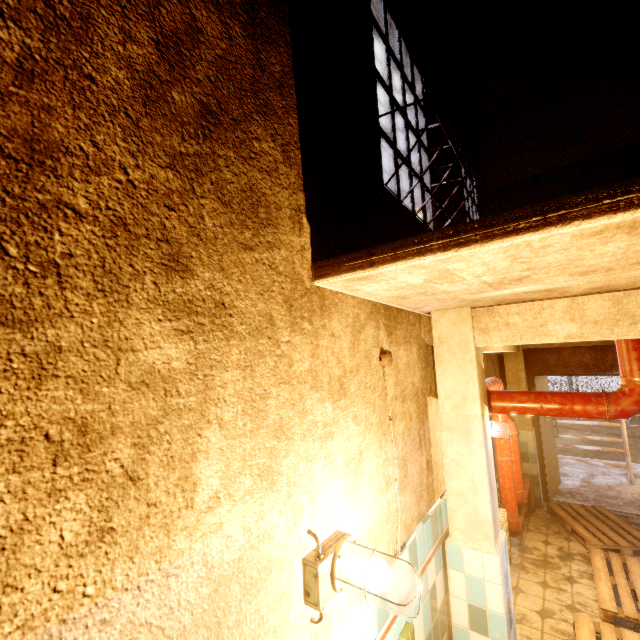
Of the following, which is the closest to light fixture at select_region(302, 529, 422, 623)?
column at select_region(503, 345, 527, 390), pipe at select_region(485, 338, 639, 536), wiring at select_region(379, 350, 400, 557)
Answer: wiring at select_region(379, 350, 400, 557)

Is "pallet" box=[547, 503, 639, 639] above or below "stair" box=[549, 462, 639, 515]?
above

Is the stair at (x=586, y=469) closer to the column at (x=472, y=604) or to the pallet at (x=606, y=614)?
the pallet at (x=606, y=614)

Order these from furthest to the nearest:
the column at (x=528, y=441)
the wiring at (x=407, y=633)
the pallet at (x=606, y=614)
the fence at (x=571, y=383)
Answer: the fence at (x=571, y=383)
the column at (x=528, y=441)
the pallet at (x=606, y=614)
the wiring at (x=407, y=633)

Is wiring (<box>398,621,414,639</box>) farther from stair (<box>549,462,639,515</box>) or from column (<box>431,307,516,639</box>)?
stair (<box>549,462,639,515</box>)

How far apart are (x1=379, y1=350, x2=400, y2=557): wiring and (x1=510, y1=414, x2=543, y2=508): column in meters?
4.9 m

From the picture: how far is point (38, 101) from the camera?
0.73m

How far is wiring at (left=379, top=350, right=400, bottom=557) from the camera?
1.9m
